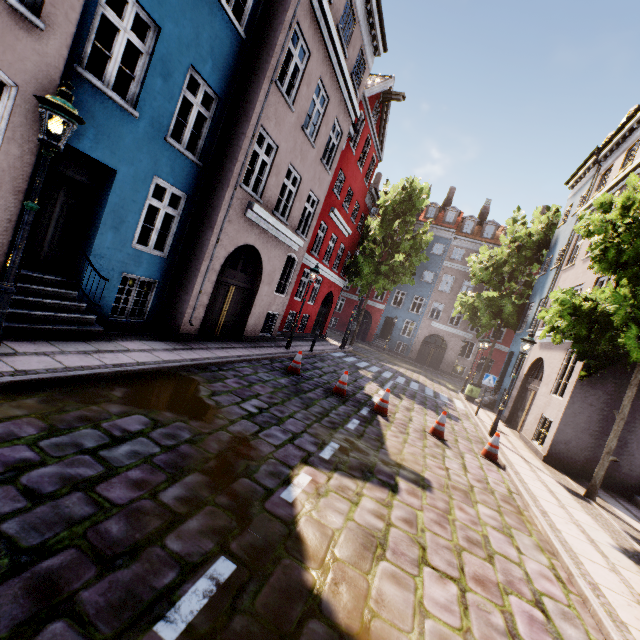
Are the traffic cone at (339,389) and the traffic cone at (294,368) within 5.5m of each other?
yes

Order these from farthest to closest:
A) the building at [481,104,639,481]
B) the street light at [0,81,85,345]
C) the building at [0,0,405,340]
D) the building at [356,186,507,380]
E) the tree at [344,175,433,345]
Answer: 1. the building at [356,186,507,380]
2. the tree at [344,175,433,345]
3. the building at [481,104,639,481]
4. the building at [0,0,405,340]
5. the street light at [0,81,85,345]

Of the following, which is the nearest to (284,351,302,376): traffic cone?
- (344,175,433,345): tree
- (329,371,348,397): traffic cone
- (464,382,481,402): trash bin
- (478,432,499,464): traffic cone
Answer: (329,371,348,397): traffic cone

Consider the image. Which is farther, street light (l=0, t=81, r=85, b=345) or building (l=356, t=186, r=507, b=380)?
building (l=356, t=186, r=507, b=380)

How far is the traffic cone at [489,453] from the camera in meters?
8.6 m

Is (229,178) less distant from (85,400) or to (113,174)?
(113,174)

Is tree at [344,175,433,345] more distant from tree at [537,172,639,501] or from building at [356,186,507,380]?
tree at [537,172,639,501]

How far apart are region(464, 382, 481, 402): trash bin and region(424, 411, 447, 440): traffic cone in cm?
981
